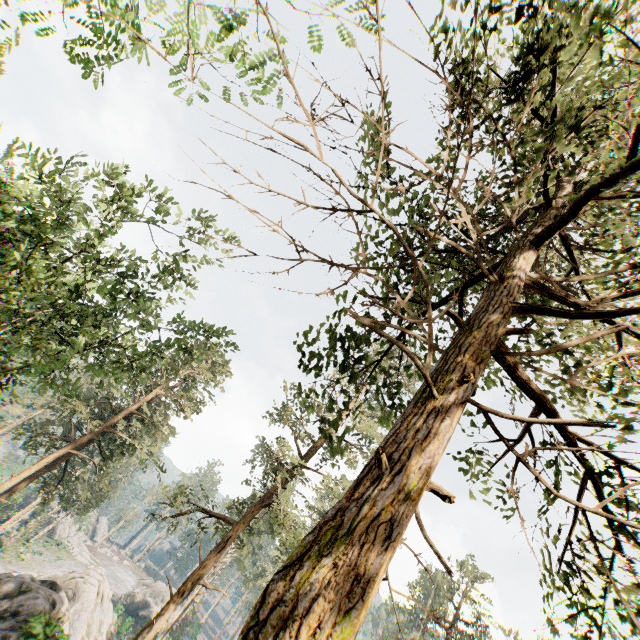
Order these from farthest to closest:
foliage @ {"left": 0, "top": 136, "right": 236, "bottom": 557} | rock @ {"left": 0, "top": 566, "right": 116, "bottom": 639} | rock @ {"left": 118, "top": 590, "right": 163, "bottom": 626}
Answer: rock @ {"left": 118, "top": 590, "right": 163, "bottom": 626}
rock @ {"left": 0, "top": 566, "right": 116, "bottom": 639}
foliage @ {"left": 0, "top": 136, "right": 236, "bottom": 557}

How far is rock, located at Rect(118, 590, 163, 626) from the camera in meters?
53.8 m

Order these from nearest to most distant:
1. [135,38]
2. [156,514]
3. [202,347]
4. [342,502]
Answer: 1. [135,38]
2. [342,502]
3. [202,347]
4. [156,514]

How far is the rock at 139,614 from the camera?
53.8 meters

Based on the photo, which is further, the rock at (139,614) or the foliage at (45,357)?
the rock at (139,614)

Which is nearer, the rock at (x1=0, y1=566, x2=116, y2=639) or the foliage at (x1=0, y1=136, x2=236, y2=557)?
the foliage at (x1=0, y1=136, x2=236, y2=557)
